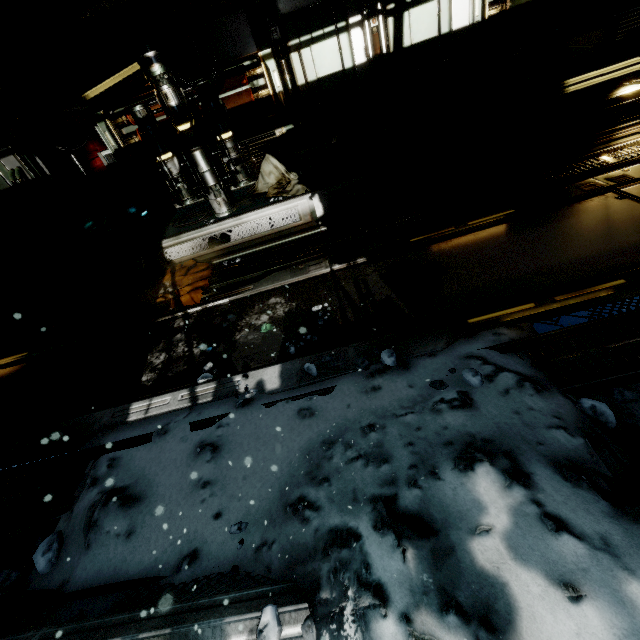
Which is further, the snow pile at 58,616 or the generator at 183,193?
the generator at 183,193

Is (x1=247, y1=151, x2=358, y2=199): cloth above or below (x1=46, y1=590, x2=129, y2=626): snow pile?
above

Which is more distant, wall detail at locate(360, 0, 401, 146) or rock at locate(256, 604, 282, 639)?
wall detail at locate(360, 0, 401, 146)

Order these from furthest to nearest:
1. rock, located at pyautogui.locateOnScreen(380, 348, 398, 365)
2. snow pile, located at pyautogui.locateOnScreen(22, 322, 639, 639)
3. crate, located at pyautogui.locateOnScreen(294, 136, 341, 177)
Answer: crate, located at pyautogui.locateOnScreen(294, 136, 341, 177)
rock, located at pyautogui.locateOnScreen(380, 348, 398, 365)
snow pile, located at pyautogui.locateOnScreen(22, 322, 639, 639)

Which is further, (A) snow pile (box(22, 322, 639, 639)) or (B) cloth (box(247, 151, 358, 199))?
(B) cloth (box(247, 151, 358, 199))

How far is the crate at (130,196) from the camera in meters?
7.6

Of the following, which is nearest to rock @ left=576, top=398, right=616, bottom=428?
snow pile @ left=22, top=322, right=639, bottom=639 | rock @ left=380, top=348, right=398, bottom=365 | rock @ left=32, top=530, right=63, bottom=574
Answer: snow pile @ left=22, top=322, right=639, bottom=639

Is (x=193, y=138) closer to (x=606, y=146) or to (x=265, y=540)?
(x=265, y=540)
